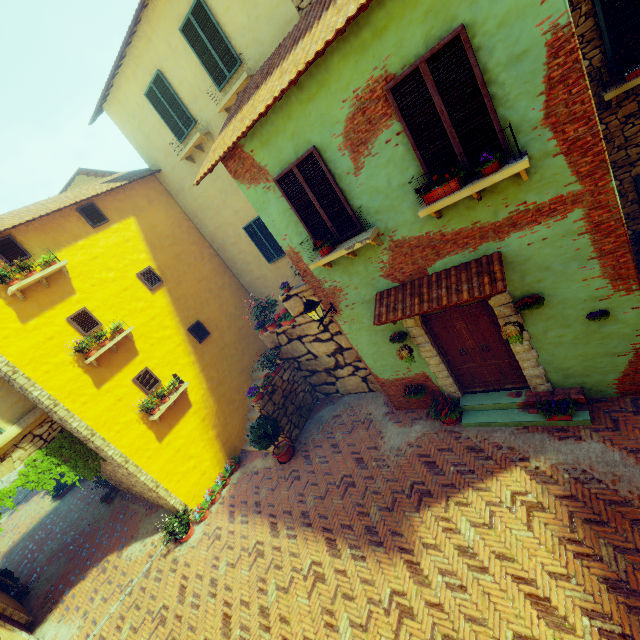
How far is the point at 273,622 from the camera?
6.5 meters

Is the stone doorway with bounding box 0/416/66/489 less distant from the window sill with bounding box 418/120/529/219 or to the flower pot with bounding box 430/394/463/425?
the flower pot with bounding box 430/394/463/425

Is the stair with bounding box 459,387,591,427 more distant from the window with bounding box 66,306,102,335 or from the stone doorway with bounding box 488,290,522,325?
the window with bounding box 66,306,102,335

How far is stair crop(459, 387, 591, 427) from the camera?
6.2m

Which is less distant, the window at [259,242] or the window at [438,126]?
the window at [438,126]

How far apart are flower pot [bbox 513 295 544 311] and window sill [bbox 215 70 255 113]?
8.5m

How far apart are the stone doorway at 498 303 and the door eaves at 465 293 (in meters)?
0.01

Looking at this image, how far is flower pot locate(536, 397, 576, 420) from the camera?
6.07m
